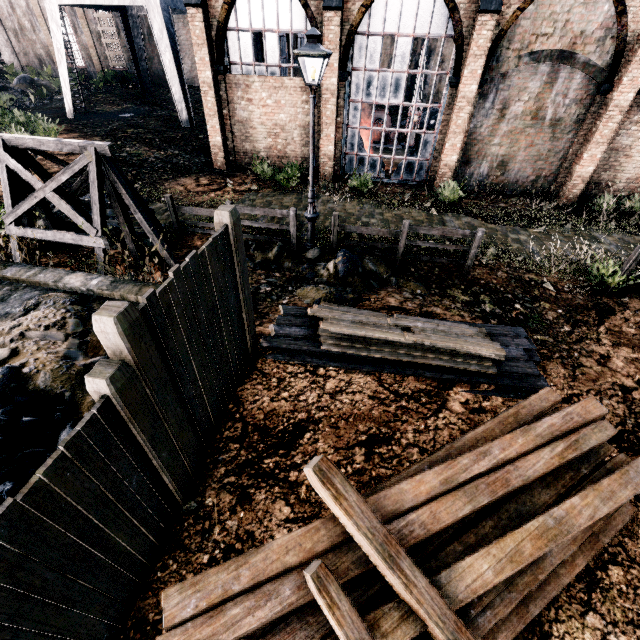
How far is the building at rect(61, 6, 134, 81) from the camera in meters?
31.7

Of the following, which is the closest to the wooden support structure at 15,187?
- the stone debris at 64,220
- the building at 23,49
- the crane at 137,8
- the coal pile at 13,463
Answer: the stone debris at 64,220

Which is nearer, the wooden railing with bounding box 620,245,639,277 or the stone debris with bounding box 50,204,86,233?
the wooden railing with bounding box 620,245,639,277

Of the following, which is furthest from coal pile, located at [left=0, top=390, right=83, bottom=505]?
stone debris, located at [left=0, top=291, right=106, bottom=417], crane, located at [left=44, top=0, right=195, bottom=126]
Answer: crane, located at [left=44, top=0, right=195, bottom=126]

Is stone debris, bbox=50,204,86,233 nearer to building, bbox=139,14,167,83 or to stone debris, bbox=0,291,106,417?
stone debris, bbox=0,291,106,417

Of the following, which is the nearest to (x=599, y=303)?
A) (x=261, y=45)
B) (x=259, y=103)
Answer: (x=259, y=103)

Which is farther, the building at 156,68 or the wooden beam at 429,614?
the building at 156,68

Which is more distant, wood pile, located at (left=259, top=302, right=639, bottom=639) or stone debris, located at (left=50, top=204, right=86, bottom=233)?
stone debris, located at (left=50, top=204, right=86, bottom=233)
